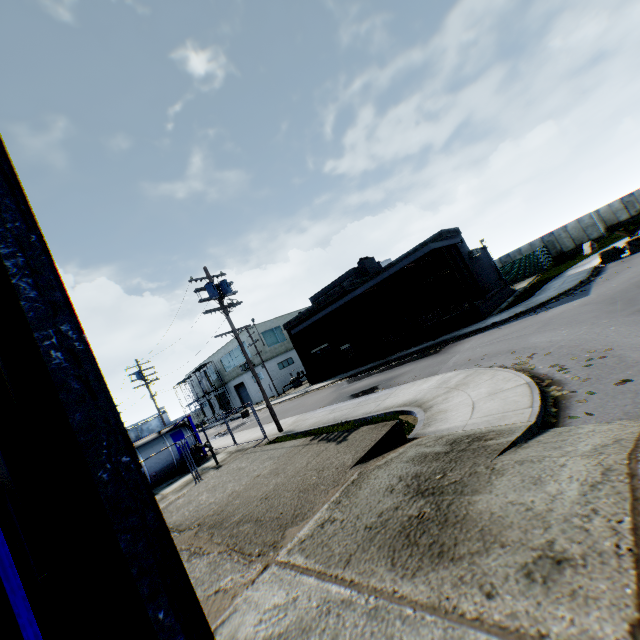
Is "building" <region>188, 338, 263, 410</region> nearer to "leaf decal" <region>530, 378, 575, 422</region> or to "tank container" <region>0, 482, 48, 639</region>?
"tank container" <region>0, 482, 48, 639</region>

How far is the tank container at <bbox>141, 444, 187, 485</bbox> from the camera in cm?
1930

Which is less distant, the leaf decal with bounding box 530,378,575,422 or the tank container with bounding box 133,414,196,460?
the leaf decal with bounding box 530,378,575,422

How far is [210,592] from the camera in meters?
4.7 m

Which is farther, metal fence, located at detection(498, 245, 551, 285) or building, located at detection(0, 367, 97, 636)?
metal fence, located at detection(498, 245, 551, 285)

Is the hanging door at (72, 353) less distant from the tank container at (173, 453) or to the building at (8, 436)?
the building at (8, 436)

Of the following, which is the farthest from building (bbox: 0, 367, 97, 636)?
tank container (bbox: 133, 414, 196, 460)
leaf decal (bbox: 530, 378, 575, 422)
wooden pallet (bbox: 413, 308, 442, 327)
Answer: wooden pallet (bbox: 413, 308, 442, 327)

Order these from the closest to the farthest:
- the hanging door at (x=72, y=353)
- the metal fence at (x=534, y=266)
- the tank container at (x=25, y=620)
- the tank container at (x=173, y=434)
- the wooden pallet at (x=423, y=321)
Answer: the hanging door at (x=72, y=353), the tank container at (x=25, y=620), the tank container at (x=173, y=434), the wooden pallet at (x=423, y=321), the metal fence at (x=534, y=266)
